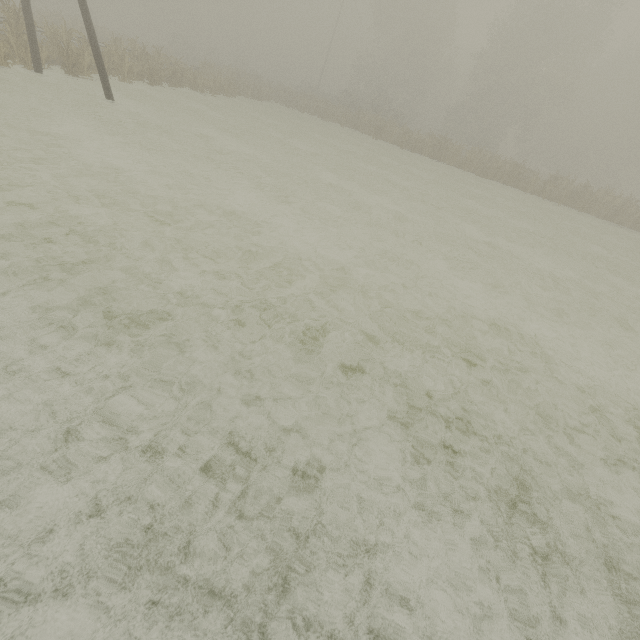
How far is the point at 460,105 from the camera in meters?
40.0

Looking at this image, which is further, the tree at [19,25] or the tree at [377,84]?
the tree at [377,84]

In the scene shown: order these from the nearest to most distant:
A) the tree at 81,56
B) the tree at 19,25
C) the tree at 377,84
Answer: the tree at 19,25
the tree at 81,56
the tree at 377,84

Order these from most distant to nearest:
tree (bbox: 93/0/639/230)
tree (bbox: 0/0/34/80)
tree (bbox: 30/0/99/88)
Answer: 1. tree (bbox: 93/0/639/230)
2. tree (bbox: 30/0/99/88)
3. tree (bbox: 0/0/34/80)

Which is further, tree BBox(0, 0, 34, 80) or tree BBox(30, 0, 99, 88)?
tree BBox(30, 0, 99, 88)

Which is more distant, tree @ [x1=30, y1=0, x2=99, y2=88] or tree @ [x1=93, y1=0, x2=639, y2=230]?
tree @ [x1=93, y1=0, x2=639, y2=230]
